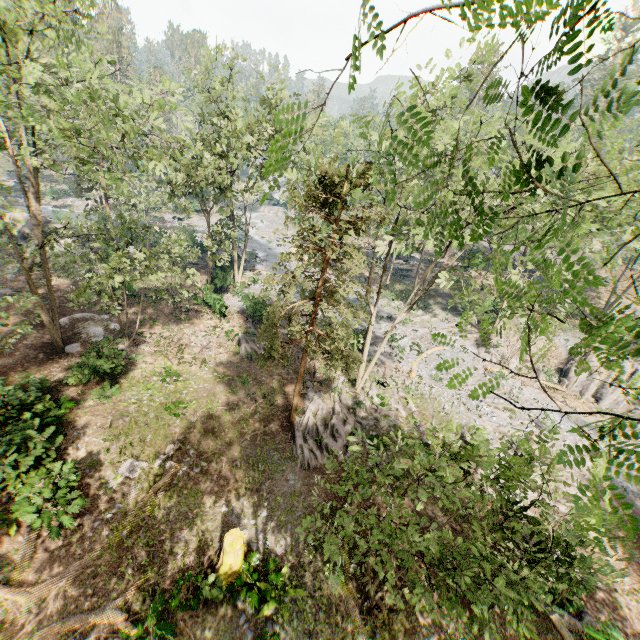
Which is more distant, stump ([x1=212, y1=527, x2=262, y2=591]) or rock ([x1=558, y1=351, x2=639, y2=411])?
rock ([x1=558, y1=351, x2=639, y2=411])

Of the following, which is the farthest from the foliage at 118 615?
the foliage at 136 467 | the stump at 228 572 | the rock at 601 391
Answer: the foliage at 136 467

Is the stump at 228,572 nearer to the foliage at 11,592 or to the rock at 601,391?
the foliage at 11,592

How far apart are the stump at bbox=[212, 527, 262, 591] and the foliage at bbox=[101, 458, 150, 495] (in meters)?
5.18

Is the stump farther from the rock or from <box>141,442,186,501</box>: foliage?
the rock

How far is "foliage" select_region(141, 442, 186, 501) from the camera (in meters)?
14.06

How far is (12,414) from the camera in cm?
1473

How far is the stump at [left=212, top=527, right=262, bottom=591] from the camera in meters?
11.5
